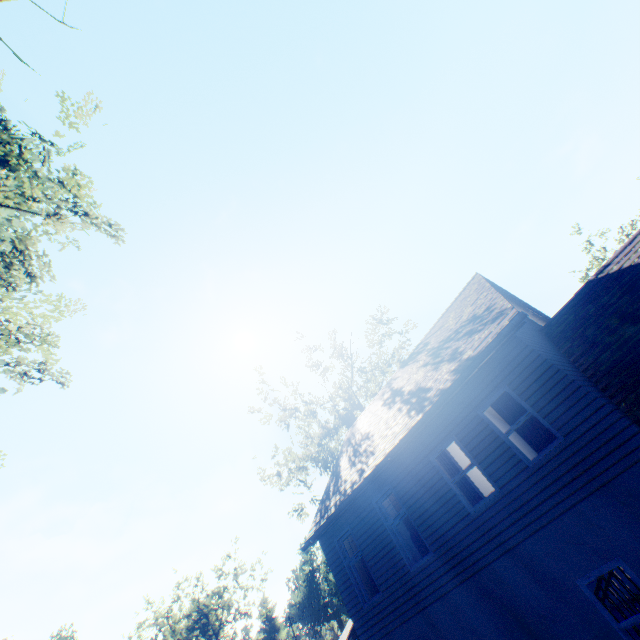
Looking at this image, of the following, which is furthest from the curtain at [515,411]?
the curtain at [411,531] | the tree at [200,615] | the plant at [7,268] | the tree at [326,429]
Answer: the tree at [200,615]

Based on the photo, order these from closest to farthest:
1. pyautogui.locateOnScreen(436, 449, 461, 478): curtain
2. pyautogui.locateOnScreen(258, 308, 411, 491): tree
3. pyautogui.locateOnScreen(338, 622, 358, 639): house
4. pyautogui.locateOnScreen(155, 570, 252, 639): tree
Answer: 1. pyautogui.locateOnScreen(436, 449, 461, 478): curtain
2. pyautogui.locateOnScreen(258, 308, 411, 491): tree
3. pyautogui.locateOnScreen(155, 570, 252, 639): tree
4. pyautogui.locateOnScreen(338, 622, 358, 639): house

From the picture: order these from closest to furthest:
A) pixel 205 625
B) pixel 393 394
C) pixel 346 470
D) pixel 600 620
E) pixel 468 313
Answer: pixel 600 620, pixel 468 313, pixel 346 470, pixel 393 394, pixel 205 625

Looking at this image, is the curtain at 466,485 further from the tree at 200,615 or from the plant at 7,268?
the tree at 200,615

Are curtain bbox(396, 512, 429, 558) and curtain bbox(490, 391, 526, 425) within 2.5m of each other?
no

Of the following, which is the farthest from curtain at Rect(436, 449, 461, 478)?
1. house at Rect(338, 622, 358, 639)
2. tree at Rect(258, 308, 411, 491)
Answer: house at Rect(338, 622, 358, 639)

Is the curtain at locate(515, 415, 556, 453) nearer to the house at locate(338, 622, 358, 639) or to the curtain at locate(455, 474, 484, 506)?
the curtain at locate(455, 474, 484, 506)
